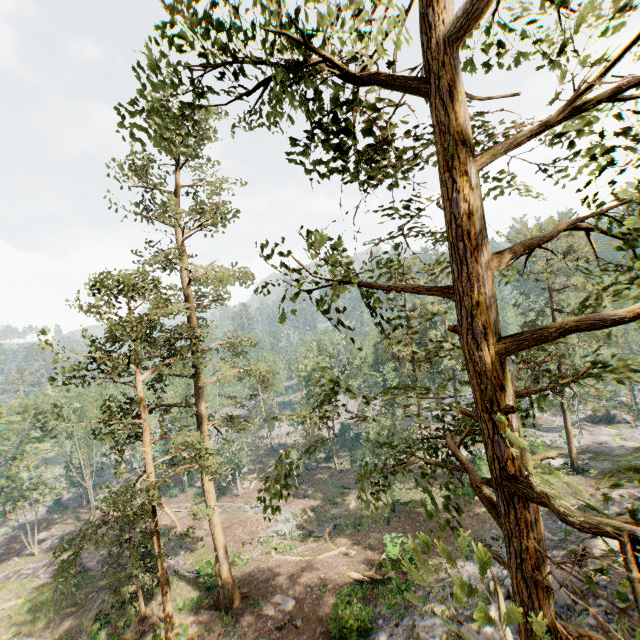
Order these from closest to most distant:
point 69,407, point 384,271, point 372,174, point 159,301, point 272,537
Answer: point 372,174
point 159,301
point 272,537
point 384,271
point 69,407

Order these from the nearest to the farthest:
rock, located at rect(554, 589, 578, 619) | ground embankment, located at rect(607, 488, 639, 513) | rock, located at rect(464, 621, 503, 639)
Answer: rock, located at rect(464, 621, 503, 639) → rock, located at rect(554, 589, 578, 619) → ground embankment, located at rect(607, 488, 639, 513)

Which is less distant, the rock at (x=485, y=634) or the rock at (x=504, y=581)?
the rock at (x=485, y=634)

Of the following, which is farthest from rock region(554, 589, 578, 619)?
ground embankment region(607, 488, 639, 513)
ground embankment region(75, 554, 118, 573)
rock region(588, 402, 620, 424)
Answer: rock region(588, 402, 620, 424)

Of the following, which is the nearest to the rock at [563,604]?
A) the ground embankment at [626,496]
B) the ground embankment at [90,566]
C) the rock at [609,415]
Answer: the ground embankment at [626,496]

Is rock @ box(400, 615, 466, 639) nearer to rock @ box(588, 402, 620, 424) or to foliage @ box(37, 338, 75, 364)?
foliage @ box(37, 338, 75, 364)

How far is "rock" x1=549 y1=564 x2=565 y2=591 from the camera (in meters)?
13.71

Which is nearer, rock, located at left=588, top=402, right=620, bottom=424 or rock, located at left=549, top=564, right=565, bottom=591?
rock, located at left=549, top=564, right=565, bottom=591
